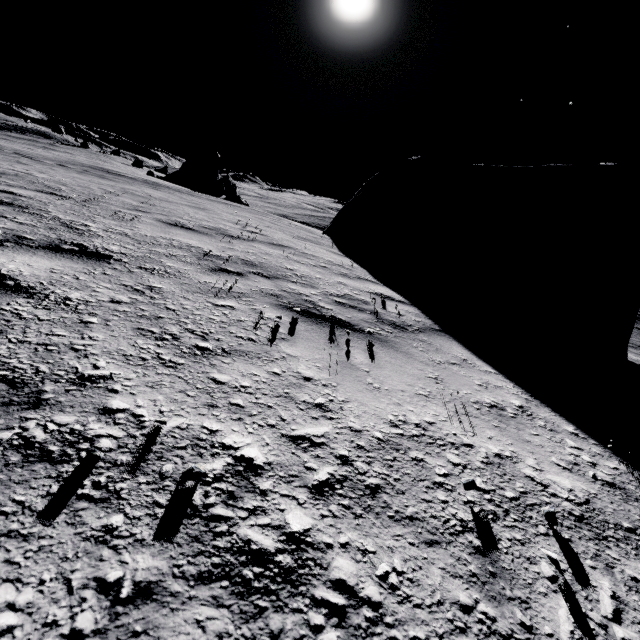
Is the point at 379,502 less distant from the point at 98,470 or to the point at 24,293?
the point at 98,470

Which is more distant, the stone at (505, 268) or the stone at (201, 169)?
the stone at (201, 169)

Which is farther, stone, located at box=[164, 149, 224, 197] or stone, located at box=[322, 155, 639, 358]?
stone, located at box=[164, 149, 224, 197]

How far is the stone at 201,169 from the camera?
33.3 meters

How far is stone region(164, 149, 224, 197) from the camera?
33.3m
